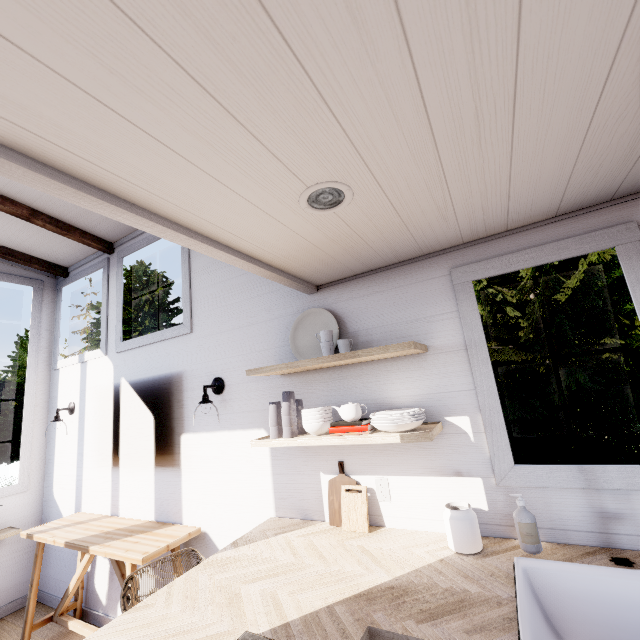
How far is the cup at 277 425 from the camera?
1.96m

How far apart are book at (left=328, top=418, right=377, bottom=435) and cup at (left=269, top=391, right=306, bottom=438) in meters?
0.2

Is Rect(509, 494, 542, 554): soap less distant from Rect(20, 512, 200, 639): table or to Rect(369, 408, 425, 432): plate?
Rect(369, 408, 425, 432): plate

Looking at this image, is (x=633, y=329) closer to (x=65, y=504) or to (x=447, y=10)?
(x=447, y=10)

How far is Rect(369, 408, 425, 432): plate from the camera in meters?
1.6

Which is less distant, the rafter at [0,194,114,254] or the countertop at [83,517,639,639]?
the countertop at [83,517,639,639]

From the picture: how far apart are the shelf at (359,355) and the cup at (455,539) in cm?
78

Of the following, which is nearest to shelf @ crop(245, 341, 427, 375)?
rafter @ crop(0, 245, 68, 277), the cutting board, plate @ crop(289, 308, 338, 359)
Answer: plate @ crop(289, 308, 338, 359)
